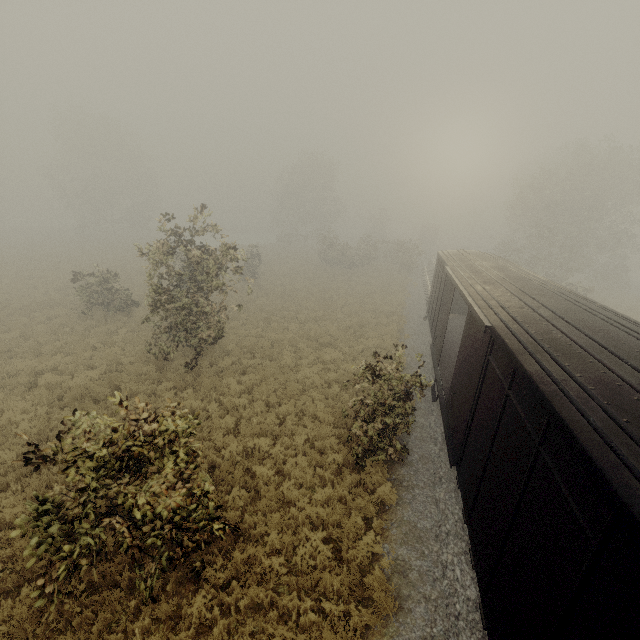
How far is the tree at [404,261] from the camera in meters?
38.8

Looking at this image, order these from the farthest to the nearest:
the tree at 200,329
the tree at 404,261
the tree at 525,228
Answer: the tree at 404,261 → the tree at 525,228 → the tree at 200,329

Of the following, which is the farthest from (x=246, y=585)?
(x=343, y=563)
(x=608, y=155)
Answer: (x=608, y=155)

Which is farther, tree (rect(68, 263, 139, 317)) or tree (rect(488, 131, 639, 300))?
tree (rect(488, 131, 639, 300))

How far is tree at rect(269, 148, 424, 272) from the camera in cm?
3881
